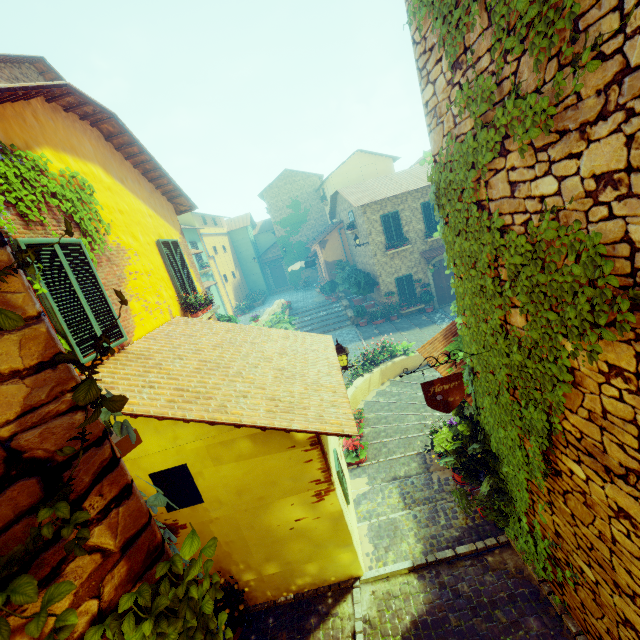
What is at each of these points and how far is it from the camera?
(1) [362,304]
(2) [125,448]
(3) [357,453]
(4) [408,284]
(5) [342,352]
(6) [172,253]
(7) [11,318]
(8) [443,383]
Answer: (1) flower pot, 20.6m
(2) window sill, 1.8m
(3) flower pot, 7.7m
(4) window, 19.5m
(5) street light, 7.0m
(6) window, 8.0m
(7) vines, 0.9m
(8) sign post, 3.8m

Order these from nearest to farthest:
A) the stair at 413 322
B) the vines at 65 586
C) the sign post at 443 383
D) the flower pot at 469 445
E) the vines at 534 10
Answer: the vines at 65 586 → the vines at 534 10 → the sign post at 443 383 → the flower pot at 469 445 → the stair at 413 322

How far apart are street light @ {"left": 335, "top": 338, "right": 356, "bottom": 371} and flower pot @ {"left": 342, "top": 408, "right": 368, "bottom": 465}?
1.64m

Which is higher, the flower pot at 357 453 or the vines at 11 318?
the vines at 11 318

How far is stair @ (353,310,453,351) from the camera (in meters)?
15.73

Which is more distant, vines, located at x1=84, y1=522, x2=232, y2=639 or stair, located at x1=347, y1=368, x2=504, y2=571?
stair, located at x1=347, y1=368, x2=504, y2=571

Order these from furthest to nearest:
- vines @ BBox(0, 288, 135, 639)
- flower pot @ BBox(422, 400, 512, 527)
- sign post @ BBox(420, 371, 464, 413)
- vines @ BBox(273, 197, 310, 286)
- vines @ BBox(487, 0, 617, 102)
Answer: vines @ BBox(273, 197, 310, 286), flower pot @ BBox(422, 400, 512, 527), sign post @ BBox(420, 371, 464, 413), vines @ BBox(487, 0, 617, 102), vines @ BBox(0, 288, 135, 639)

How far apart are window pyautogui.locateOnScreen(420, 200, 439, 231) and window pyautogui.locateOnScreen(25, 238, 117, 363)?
17.4 meters
